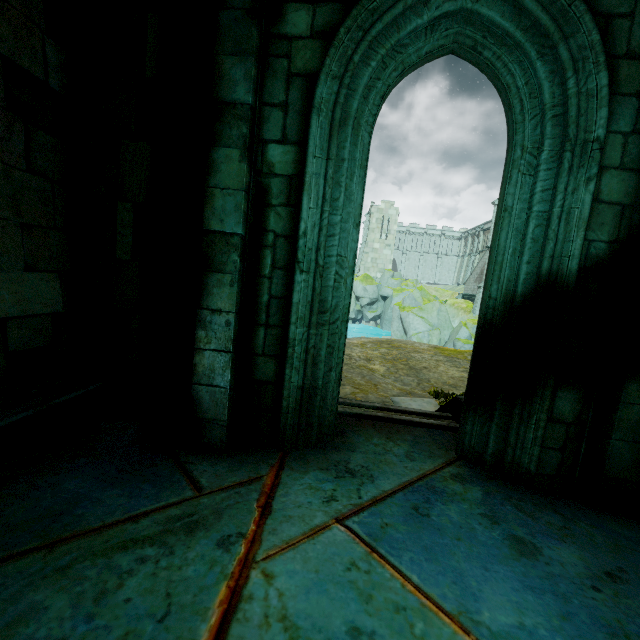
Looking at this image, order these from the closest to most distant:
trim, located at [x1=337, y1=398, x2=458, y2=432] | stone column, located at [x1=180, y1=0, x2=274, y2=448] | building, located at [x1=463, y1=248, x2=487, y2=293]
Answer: stone column, located at [x1=180, y1=0, x2=274, y2=448], trim, located at [x1=337, y1=398, x2=458, y2=432], building, located at [x1=463, y1=248, x2=487, y2=293]

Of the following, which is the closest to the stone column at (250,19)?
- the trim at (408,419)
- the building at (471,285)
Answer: the trim at (408,419)

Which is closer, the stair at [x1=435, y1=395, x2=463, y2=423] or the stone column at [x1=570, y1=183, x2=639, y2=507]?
the stone column at [x1=570, y1=183, x2=639, y2=507]

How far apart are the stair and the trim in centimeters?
1cm

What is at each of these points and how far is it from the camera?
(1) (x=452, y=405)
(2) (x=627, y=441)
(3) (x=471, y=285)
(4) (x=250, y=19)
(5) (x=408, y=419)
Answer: (1) stair, 4.6 meters
(2) stone column, 2.7 meters
(3) building, 42.1 meters
(4) stone column, 2.5 meters
(5) trim, 4.0 meters

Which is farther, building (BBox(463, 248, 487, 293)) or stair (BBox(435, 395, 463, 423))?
building (BBox(463, 248, 487, 293))

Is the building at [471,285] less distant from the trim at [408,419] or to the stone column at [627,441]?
the stone column at [627,441]

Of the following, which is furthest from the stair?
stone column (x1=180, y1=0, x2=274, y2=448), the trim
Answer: stone column (x1=180, y1=0, x2=274, y2=448)
